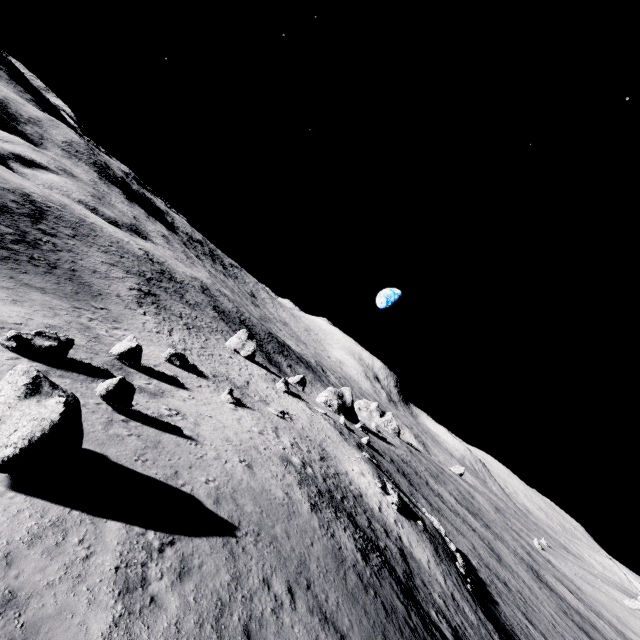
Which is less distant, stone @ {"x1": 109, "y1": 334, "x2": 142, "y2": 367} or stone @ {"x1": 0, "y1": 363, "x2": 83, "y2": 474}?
stone @ {"x1": 0, "y1": 363, "x2": 83, "y2": 474}

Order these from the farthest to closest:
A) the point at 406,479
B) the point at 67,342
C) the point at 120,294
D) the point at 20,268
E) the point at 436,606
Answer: the point at 406,479 < the point at 120,294 < the point at 20,268 < the point at 436,606 < the point at 67,342

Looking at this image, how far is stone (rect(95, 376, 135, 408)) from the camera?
15.05m

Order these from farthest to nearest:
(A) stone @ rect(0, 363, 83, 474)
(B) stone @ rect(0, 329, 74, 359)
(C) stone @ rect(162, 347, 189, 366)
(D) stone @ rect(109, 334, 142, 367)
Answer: (C) stone @ rect(162, 347, 189, 366), (D) stone @ rect(109, 334, 142, 367), (B) stone @ rect(0, 329, 74, 359), (A) stone @ rect(0, 363, 83, 474)

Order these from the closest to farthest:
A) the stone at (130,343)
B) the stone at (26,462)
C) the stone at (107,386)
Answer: the stone at (26,462) < the stone at (107,386) < the stone at (130,343)

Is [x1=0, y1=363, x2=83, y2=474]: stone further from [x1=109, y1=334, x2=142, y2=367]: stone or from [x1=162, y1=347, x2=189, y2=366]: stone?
[x1=162, y1=347, x2=189, y2=366]: stone

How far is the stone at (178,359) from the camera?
33.33m

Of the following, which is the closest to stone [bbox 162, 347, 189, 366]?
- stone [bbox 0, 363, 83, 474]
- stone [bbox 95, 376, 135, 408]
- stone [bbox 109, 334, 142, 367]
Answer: stone [bbox 109, 334, 142, 367]
